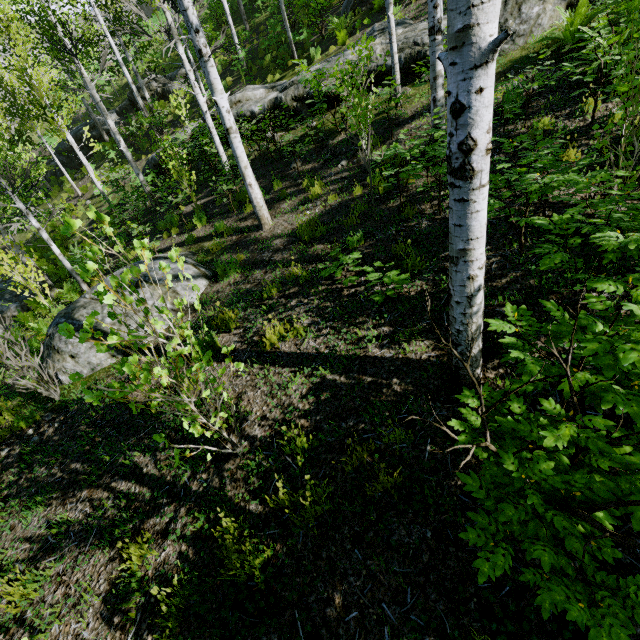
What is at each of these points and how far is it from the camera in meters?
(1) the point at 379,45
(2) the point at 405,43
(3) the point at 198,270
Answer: (1) rock, 9.6 m
(2) rock, 8.7 m
(3) rock, 6.8 m

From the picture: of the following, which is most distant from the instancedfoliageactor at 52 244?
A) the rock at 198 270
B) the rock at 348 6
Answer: the rock at 348 6

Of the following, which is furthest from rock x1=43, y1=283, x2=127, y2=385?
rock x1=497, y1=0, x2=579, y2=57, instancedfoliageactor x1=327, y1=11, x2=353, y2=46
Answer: instancedfoliageactor x1=327, y1=11, x2=353, y2=46

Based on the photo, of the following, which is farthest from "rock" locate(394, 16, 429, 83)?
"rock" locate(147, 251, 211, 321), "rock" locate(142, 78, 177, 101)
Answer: "rock" locate(147, 251, 211, 321)

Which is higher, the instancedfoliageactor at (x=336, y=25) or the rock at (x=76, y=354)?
the instancedfoliageactor at (x=336, y=25)

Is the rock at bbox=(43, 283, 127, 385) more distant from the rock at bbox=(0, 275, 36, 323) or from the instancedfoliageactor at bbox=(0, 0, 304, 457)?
the rock at bbox=(0, 275, 36, 323)

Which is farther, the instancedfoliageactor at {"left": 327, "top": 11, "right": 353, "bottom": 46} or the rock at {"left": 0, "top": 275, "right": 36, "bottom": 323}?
the rock at {"left": 0, "top": 275, "right": 36, "bottom": 323}

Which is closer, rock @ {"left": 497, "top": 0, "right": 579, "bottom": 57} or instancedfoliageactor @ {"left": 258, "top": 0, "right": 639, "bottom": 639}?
instancedfoliageactor @ {"left": 258, "top": 0, "right": 639, "bottom": 639}
